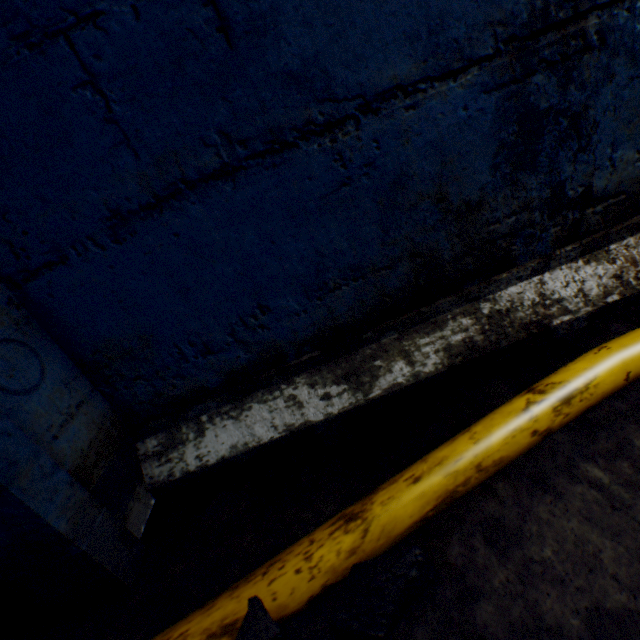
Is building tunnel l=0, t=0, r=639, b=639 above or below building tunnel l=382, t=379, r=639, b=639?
above

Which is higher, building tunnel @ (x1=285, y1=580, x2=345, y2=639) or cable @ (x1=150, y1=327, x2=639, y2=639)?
cable @ (x1=150, y1=327, x2=639, y2=639)

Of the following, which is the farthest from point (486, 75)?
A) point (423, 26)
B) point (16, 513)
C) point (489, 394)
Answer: point (16, 513)

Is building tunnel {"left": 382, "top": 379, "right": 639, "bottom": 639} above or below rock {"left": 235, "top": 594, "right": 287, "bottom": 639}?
below

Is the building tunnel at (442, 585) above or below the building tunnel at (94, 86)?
below

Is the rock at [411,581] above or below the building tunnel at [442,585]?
above
